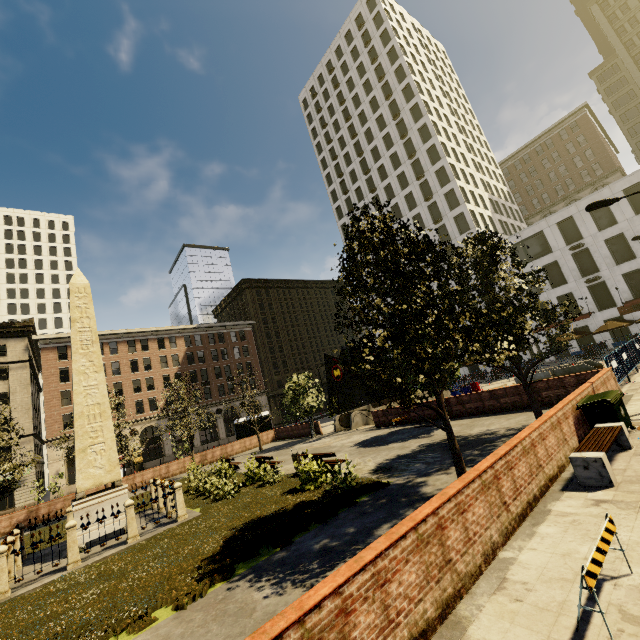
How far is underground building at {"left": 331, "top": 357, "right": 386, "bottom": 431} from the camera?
26.7 meters

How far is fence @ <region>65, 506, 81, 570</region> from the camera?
10.42m

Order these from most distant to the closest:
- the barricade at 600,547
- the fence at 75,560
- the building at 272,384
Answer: the building at 272,384
the fence at 75,560
the barricade at 600,547

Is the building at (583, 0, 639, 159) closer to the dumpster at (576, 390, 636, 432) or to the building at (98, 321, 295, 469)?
the building at (98, 321, 295, 469)

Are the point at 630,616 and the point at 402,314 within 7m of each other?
yes

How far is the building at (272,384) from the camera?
45.2m

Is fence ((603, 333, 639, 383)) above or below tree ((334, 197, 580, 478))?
below

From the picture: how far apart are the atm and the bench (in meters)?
30.37
